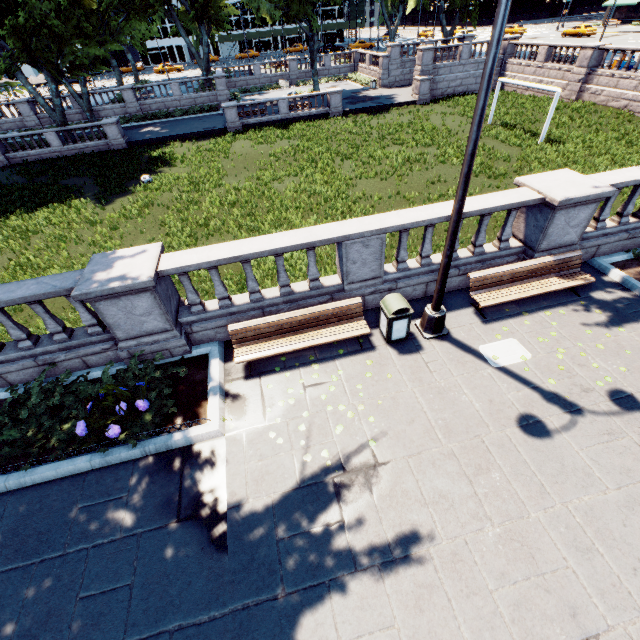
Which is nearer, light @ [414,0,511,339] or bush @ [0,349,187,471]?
light @ [414,0,511,339]

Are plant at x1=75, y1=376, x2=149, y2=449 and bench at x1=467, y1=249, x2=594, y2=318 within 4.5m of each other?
no

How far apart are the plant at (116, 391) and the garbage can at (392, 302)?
5.0m

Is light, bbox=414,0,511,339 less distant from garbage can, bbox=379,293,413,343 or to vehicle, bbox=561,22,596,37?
garbage can, bbox=379,293,413,343

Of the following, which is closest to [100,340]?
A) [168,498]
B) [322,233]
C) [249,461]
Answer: [168,498]

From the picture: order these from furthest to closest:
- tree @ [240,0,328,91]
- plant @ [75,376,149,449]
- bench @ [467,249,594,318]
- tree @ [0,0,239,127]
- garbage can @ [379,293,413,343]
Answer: tree @ [240,0,328,91]
tree @ [0,0,239,127]
bench @ [467,249,594,318]
garbage can @ [379,293,413,343]
plant @ [75,376,149,449]

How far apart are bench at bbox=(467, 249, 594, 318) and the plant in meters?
7.2 m

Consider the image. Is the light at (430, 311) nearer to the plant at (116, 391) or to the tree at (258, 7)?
the tree at (258, 7)
